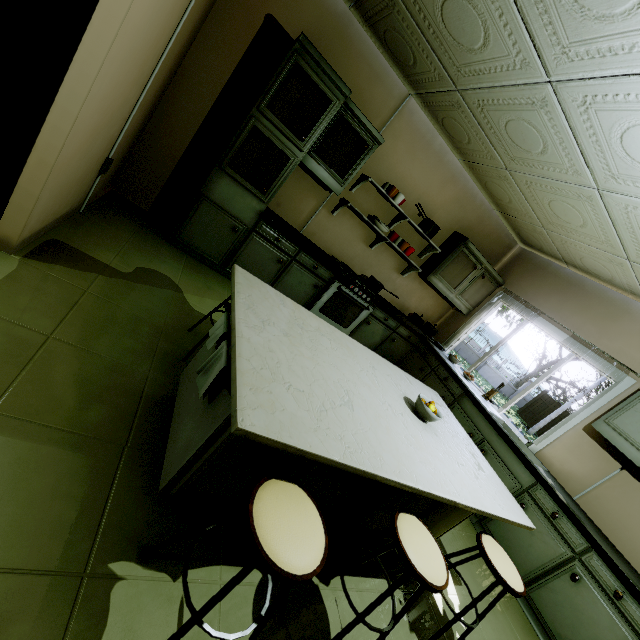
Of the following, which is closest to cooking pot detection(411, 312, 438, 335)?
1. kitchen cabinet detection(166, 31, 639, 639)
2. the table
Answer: kitchen cabinet detection(166, 31, 639, 639)

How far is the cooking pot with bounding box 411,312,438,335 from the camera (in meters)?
4.91

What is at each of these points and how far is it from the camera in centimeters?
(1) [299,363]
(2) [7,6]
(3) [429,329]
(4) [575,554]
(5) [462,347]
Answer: (1) table, 142cm
(2) bookshelf, 138cm
(3) cooking pot, 508cm
(4) kitchen cabinet, 262cm
(5) fence, 2798cm

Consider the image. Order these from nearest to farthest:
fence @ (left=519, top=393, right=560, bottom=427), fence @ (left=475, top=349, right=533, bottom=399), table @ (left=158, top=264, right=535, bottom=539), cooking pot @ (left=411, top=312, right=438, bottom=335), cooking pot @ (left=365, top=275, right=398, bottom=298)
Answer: table @ (left=158, top=264, right=535, bottom=539)
cooking pot @ (left=365, top=275, right=398, bottom=298)
cooking pot @ (left=411, top=312, right=438, bottom=335)
fence @ (left=519, top=393, right=560, bottom=427)
fence @ (left=475, top=349, right=533, bottom=399)

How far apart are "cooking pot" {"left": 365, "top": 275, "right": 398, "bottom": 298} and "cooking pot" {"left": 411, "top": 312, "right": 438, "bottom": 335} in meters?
0.9 m

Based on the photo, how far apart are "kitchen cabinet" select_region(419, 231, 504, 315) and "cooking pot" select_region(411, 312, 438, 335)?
0.49m

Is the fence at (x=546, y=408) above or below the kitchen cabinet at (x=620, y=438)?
below

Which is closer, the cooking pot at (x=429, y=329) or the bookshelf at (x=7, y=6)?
the bookshelf at (x=7, y=6)
